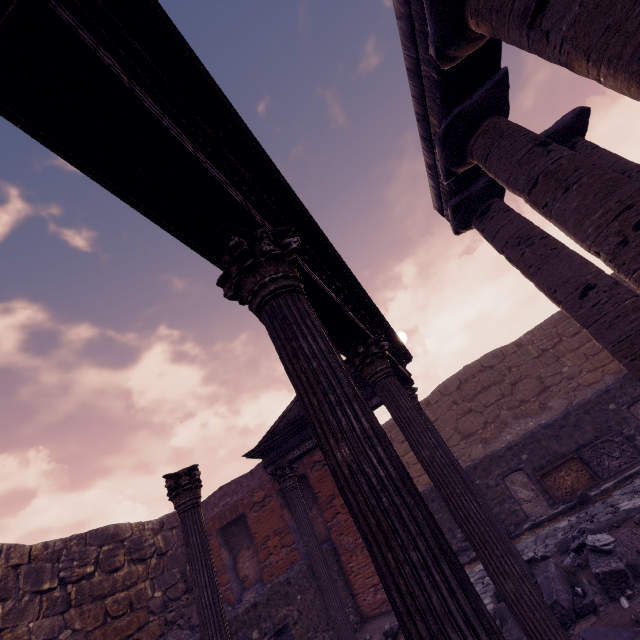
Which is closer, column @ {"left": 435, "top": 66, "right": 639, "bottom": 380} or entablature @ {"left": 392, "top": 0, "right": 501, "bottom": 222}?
column @ {"left": 435, "top": 66, "right": 639, "bottom": 380}

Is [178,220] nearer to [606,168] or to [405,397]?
[405,397]

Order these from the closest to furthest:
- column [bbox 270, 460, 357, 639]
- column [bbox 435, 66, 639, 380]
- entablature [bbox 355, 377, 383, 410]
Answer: column [bbox 435, 66, 639, 380], column [bbox 270, 460, 357, 639], entablature [bbox 355, 377, 383, 410]

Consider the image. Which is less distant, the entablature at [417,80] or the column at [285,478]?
the entablature at [417,80]

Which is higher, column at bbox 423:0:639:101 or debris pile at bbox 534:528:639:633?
column at bbox 423:0:639:101

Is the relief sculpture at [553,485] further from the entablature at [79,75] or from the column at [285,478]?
the column at [285,478]

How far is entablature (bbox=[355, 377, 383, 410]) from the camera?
7.42m

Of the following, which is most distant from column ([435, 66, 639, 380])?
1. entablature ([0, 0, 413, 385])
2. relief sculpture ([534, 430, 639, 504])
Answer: relief sculpture ([534, 430, 639, 504])
